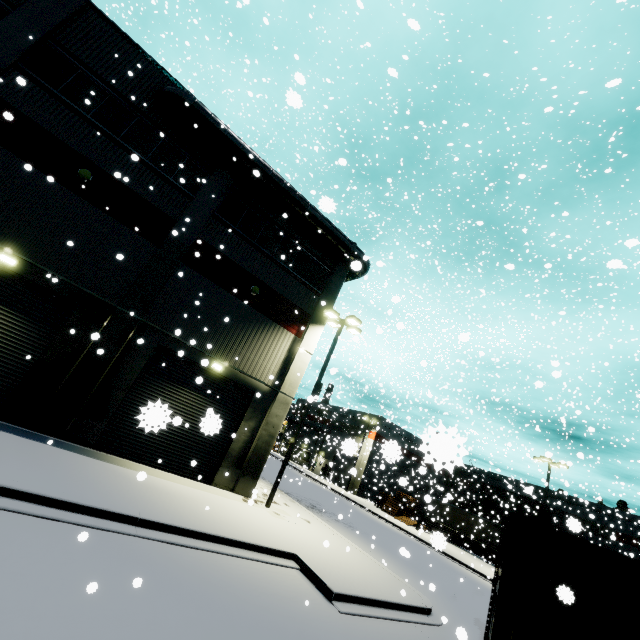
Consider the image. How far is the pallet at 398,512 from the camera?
34.25m

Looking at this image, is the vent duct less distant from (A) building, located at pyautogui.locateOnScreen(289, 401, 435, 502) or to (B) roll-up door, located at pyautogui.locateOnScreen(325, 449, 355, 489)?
(A) building, located at pyautogui.locateOnScreen(289, 401, 435, 502)

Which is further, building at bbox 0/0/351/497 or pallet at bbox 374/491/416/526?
pallet at bbox 374/491/416/526

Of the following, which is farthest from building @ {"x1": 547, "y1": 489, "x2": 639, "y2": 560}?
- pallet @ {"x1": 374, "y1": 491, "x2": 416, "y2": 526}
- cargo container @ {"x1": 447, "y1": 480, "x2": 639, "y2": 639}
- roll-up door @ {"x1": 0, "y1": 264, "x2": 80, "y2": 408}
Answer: cargo container @ {"x1": 447, "y1": 480, "x2": 639, "y2": 639}

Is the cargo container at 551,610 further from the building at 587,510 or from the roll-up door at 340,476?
the building at 587,510

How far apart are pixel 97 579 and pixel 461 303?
38.7m

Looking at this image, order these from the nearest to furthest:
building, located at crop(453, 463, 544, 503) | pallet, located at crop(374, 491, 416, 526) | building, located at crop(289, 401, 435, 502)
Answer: building, located at crop(289, 401, 435, 502) → building, located at crop(453, 463, 544, 503) → pallet, located at crop(374, 491, 416, 526)

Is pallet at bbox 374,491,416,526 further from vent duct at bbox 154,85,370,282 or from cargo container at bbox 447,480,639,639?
vent duct at bbox 154,85,370,282
